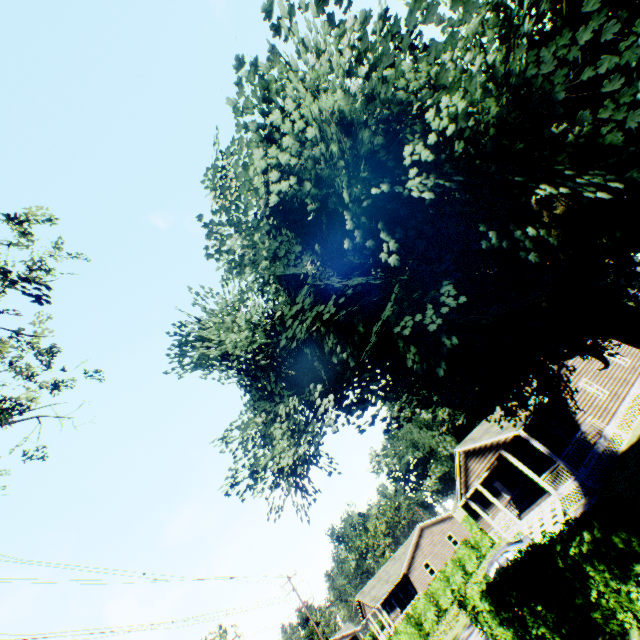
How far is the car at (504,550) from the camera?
16.6 meters

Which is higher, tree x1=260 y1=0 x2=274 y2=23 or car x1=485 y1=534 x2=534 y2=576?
tree x1=260 y1=0 x2=274 y2=23

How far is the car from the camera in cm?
1658

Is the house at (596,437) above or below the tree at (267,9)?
below

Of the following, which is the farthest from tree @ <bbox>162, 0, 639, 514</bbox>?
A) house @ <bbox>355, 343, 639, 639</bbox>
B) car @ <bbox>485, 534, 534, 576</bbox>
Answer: car @ <bbox>485, 534, 534, 576</bbox>

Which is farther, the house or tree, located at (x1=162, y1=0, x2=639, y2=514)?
the house

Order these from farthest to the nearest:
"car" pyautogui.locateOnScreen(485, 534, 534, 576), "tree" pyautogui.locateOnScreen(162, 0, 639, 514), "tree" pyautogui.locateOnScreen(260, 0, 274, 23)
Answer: "car" pyautogui.locateOnScreen(485, 534, 534, 576), "tree" pyautogui.locateOnScreen(260, 0, 274, 23), "tree" pyautogui.locateOnScreen(162, 0, 639, 514)

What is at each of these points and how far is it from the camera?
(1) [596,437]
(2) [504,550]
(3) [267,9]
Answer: (1) house, 21.0m
(2) car, 16.9m
(3) tree, 6.8m
